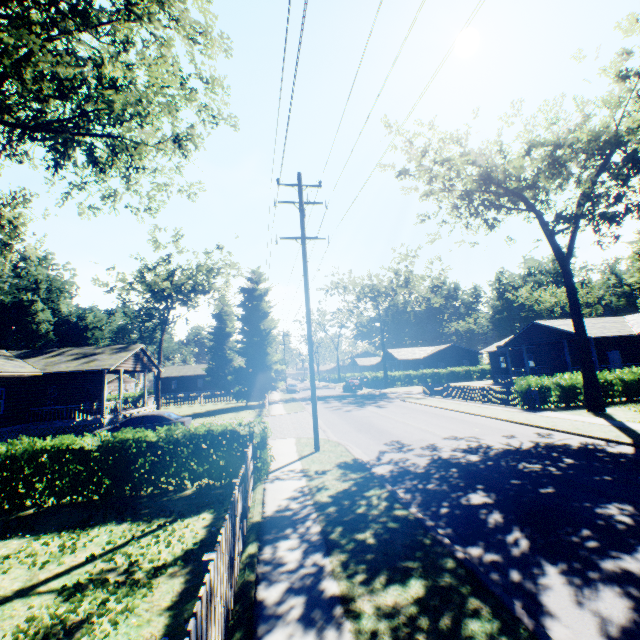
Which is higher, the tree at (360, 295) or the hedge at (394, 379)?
the tree at (360, 295)

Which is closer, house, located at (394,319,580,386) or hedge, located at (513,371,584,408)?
hedge, located at (513,371,584,408)

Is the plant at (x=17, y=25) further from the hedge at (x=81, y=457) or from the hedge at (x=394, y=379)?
the hedge at (x=394, y=379)

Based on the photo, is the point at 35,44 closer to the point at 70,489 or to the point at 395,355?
the point at 70,489

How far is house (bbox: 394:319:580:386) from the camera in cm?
3052

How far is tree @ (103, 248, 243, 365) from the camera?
36.25m

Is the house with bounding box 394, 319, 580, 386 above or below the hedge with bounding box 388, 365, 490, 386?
above

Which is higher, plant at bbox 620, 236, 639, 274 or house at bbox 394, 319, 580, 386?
plant at bbox 620, 236, 639, 274
